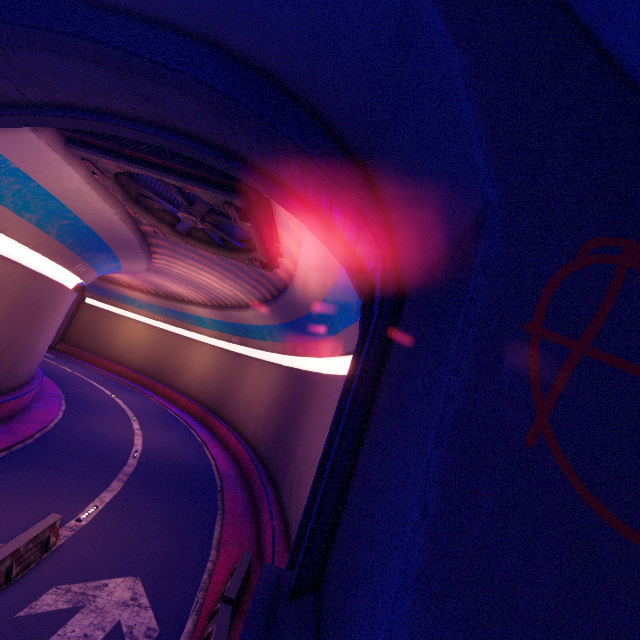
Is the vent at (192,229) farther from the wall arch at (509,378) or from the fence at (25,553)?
the fence at (25,553)

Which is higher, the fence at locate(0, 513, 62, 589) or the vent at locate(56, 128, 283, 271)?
the vent at locate(56, 128, 283, 271)

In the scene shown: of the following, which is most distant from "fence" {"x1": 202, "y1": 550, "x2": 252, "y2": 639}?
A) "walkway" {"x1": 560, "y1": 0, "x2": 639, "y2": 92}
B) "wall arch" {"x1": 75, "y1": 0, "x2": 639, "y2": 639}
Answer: "walkway" {"x1": 560, "y1": 0, "x2": 639, "y2": 92}

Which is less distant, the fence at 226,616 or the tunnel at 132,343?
the tunnel at 132,343

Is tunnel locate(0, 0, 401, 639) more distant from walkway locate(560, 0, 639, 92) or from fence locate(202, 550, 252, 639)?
walkway locate(560, 0, 639, 92)

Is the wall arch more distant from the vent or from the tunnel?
the vent

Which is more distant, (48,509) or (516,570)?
(48,509)

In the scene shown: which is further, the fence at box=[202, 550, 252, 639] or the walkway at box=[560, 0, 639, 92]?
the fence at box=[202, 550, 252, 639]
